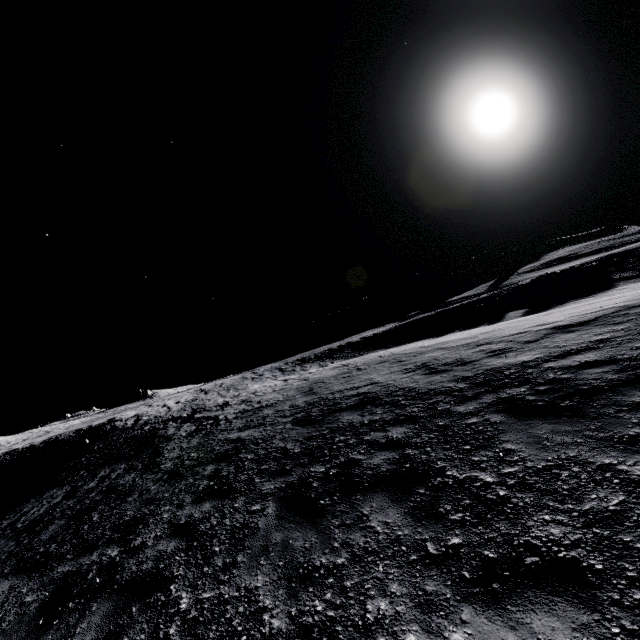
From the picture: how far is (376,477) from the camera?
5.1m
